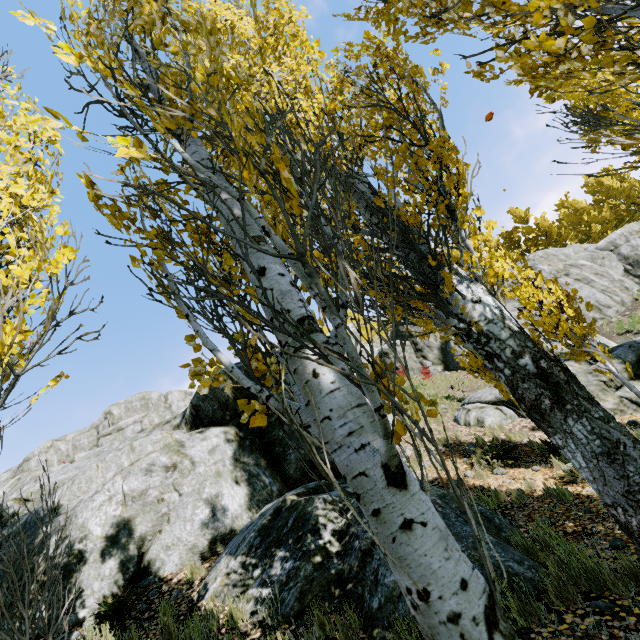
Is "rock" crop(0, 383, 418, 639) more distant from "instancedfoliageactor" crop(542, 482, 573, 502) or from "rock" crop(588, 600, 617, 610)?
"rock" crop(588, 600, 617, 610)

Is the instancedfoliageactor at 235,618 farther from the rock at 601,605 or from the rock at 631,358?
the rock at 601,605

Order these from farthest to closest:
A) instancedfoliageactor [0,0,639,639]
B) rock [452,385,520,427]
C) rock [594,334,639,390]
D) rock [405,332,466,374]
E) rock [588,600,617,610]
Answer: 1. rock [405,332,466,374]
2. rock [452,385,520,427]
3. rock [594,334,639,390]
4. rock [588,600,617,610]
5. instancedfoliageactor [0,0,639,639]

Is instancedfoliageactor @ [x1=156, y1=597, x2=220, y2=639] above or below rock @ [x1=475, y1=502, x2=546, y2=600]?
above

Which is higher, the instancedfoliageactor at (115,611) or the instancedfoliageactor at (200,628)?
the instancedfoliageactor at (115,611)

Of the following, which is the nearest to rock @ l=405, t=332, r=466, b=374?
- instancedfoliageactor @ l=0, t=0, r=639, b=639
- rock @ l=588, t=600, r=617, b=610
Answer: instancedfoliageactor @ l=0, t=0, r=639, b=639

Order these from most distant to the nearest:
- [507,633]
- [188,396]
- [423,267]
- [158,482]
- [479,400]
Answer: [188,396] → [479,400] → [158,482] → [423,267] → [507,633]
